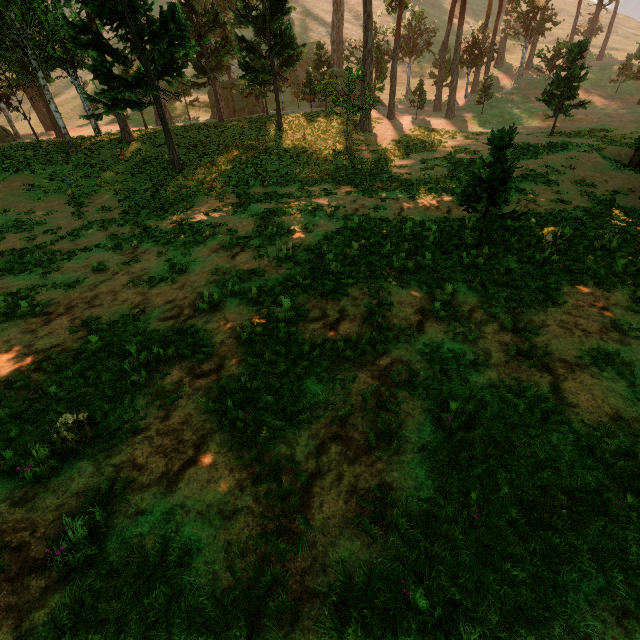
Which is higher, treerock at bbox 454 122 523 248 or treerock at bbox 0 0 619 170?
treerock at bbox 0 0 619 170

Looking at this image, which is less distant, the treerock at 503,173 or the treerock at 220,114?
the treerock at 503,173

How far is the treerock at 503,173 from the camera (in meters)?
8.98

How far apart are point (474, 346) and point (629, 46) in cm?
8288

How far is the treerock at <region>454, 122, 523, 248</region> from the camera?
9.0m

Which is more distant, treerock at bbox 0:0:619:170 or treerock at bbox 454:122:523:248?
treerock at bbox 0:0:619:170
